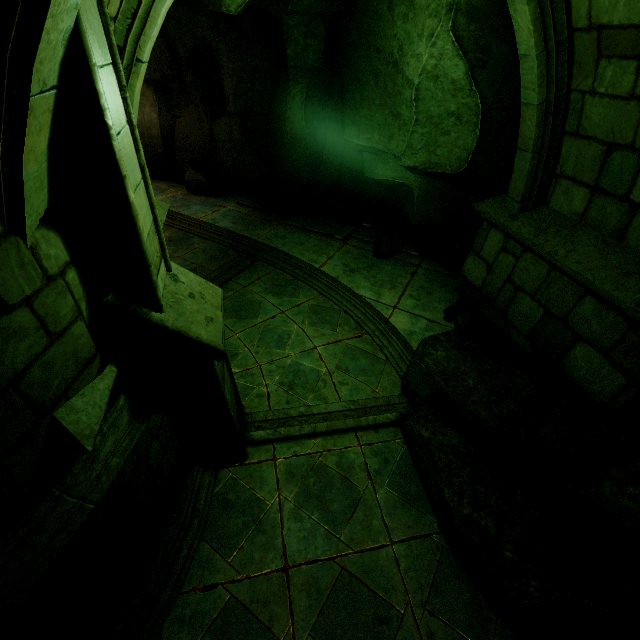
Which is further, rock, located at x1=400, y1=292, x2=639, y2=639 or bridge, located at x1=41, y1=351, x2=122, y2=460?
rock, located at x1=400, y1=292, x2=639, y2=639

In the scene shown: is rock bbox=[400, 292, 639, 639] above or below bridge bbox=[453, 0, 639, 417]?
below

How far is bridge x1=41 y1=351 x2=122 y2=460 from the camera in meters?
2.0 m

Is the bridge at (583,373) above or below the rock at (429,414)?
above

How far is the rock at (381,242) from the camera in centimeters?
815cm

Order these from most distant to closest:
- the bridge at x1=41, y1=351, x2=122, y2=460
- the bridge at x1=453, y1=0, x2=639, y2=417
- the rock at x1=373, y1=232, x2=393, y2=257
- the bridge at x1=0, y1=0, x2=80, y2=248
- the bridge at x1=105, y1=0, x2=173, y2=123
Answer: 1. the rock at x1=373, y1=232, x2=393, y2=257
2. the bridge at x1=453, y1=0, x2=639, y2=417
3. the bridge at x1=105, y1=0, x2=173, y2=123
4. the bridge at x1=41, y1=351, x2=122, y2=460
5. the bridge at x1=0, y1=0, x2=80, y2=248

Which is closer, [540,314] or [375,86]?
[540,314]
